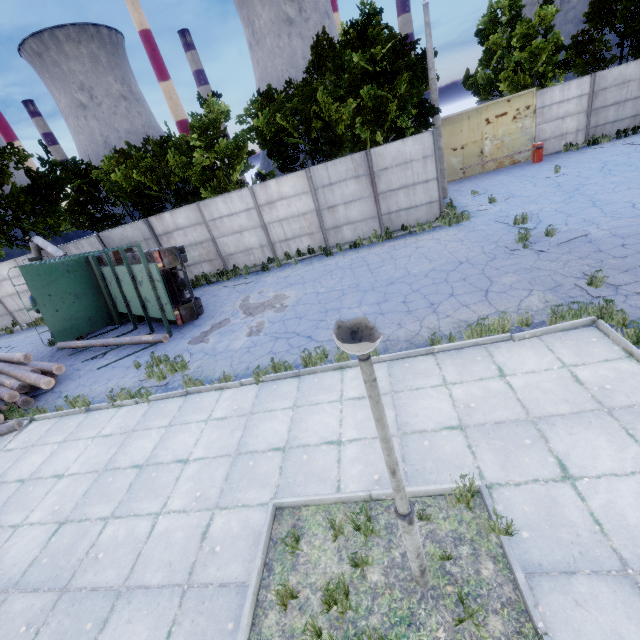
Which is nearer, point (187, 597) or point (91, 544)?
point (187, 597)

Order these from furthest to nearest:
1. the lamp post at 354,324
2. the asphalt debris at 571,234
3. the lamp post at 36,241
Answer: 1. the lamp post at 36,241
2. the asphalt debris at 571,234
3. the lamp post at 354,324

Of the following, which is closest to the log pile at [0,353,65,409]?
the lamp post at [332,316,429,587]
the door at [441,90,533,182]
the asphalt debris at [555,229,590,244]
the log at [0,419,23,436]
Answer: the log at [0,419,23,436]

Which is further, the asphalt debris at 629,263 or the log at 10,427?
the log at 10,427

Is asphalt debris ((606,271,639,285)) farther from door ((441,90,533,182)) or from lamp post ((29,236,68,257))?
lamp post ((29,236,68,257))

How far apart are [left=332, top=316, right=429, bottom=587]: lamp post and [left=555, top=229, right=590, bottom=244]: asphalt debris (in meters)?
9.47

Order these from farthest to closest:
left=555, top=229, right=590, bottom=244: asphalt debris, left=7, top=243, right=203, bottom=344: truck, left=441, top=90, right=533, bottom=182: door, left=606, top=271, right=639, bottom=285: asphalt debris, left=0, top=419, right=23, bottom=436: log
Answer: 1. left=441, top=90, right=533, bottom=182: door
2. left=7, top=243, right=203, bottom=344: truck
3. left=555, top=229, right=590, bottom=244: asphalt debris
4. left=0, top=419, right=23, bottom=436: log
5. left=606, top=271, right=639, bottom=285: asphalt debris

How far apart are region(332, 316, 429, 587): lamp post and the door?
22.92m
